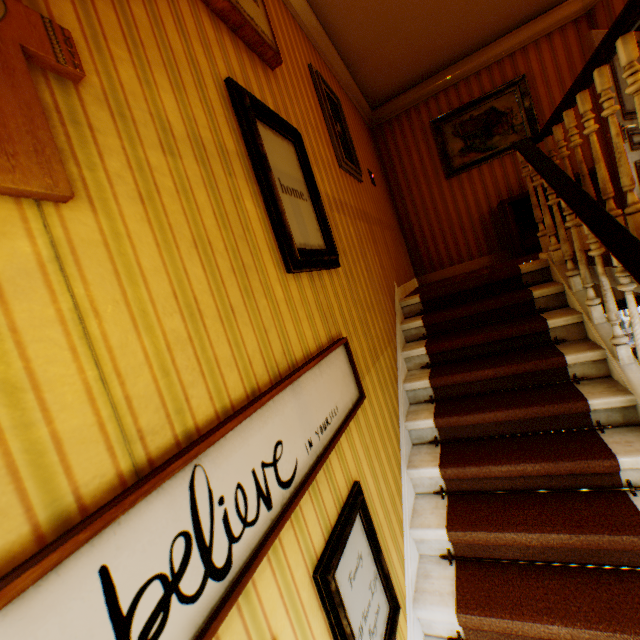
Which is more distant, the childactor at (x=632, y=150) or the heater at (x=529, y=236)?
the heater at (x=529, y=236)

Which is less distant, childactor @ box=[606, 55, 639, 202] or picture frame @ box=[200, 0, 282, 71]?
picture frame @ box=[200, 0, 282, 71]

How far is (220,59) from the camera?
1.6m

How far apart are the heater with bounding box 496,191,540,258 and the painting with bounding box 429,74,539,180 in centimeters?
82cm

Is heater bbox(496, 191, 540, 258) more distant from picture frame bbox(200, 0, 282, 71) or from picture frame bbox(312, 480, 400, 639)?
picture frame bbox(312, 480, 400, 639)

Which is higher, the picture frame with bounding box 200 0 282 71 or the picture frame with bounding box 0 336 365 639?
the picture frame with bounding box 200 0 282 71

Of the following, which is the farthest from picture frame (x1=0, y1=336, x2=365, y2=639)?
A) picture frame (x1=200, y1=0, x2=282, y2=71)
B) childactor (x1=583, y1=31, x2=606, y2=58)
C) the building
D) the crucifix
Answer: childactor (x1=583, y1=31, x2=606, y2=58)

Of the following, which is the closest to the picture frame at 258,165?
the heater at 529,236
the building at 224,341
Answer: the building at 224,341
